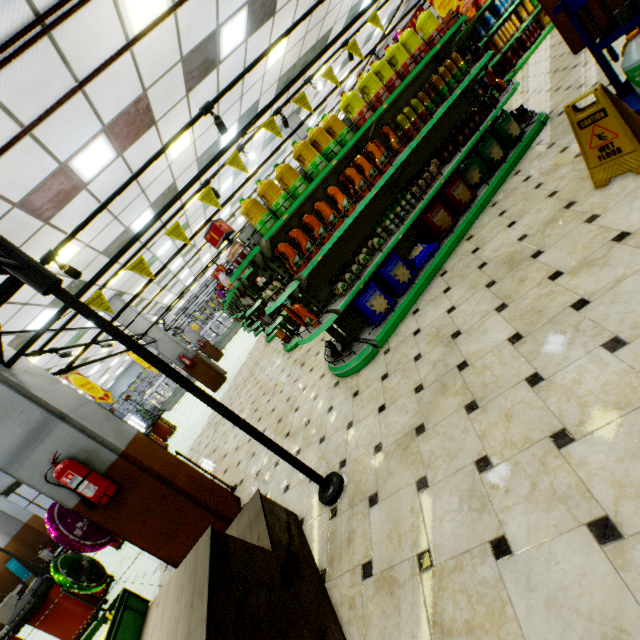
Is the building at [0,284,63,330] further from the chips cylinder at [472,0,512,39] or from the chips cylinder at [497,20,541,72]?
the chips cylinder at [472,0,512,39]

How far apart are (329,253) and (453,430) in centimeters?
285cm

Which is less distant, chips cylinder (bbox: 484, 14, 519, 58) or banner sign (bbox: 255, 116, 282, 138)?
banner sign (bbox: 255, 116, 282, 138)

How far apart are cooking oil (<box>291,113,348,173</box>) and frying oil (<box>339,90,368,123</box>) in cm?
44

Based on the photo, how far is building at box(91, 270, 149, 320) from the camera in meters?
10.5 m

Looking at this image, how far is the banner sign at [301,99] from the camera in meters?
4.0

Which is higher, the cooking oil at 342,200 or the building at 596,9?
the cooking oil at 342,200

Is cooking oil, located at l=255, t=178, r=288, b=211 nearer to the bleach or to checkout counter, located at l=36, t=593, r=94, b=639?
the bleach
